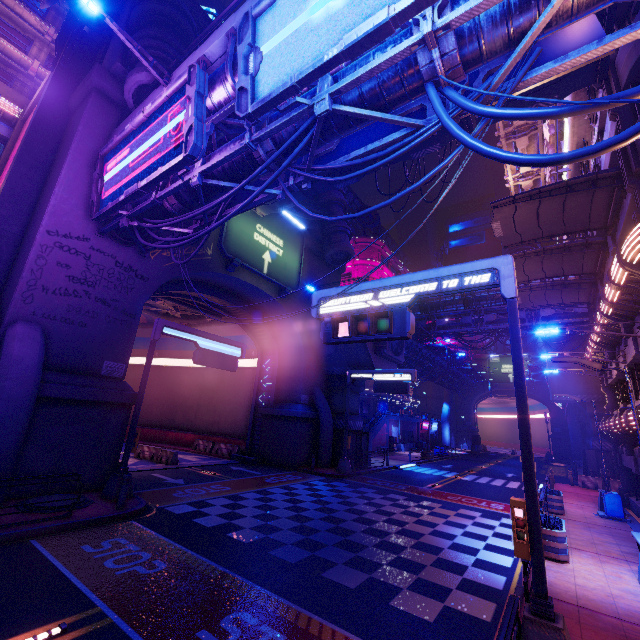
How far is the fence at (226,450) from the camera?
26.2m

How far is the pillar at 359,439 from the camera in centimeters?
2541cm

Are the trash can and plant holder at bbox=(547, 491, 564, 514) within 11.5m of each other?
yes

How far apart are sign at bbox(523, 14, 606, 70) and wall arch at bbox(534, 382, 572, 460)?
63.8m

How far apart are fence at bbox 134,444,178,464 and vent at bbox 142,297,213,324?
9.9 meters

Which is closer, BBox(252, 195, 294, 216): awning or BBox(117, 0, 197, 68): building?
BBox(117, 0, 197, 68): building

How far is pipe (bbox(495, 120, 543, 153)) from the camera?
21.9m

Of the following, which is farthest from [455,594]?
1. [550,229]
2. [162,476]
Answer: [162,476]
